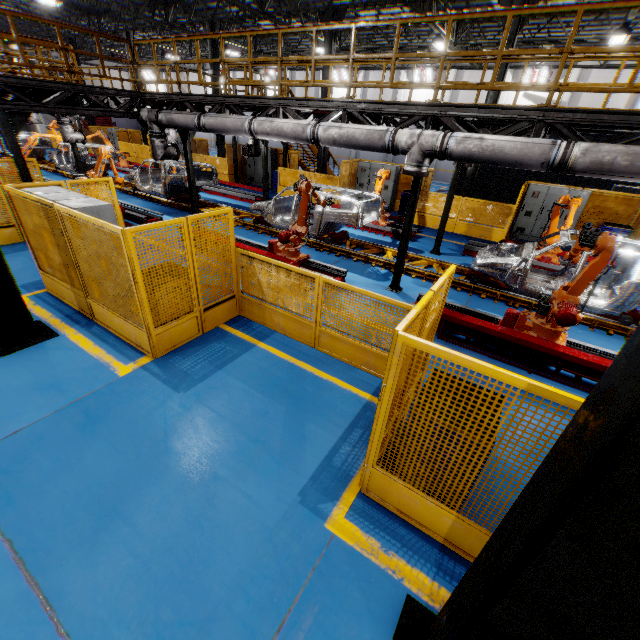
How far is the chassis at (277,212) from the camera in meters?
10.9

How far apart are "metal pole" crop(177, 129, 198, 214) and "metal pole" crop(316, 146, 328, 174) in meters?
7.8 m

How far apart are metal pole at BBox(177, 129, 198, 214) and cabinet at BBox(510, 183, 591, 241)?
12.9 meters

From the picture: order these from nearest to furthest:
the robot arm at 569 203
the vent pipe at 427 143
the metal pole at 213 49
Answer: the vent pipe at 427 143 → the robot arm at 569 203 → the metal pole at 213 49

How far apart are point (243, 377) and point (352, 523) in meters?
2.8

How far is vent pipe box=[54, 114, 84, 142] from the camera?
13.34m

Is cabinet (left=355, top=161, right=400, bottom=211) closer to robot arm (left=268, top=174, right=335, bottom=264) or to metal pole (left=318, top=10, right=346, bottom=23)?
metal pole (left=318, top=10, right=346, bottom=23)

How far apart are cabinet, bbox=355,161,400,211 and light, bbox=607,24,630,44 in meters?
9.5 m
